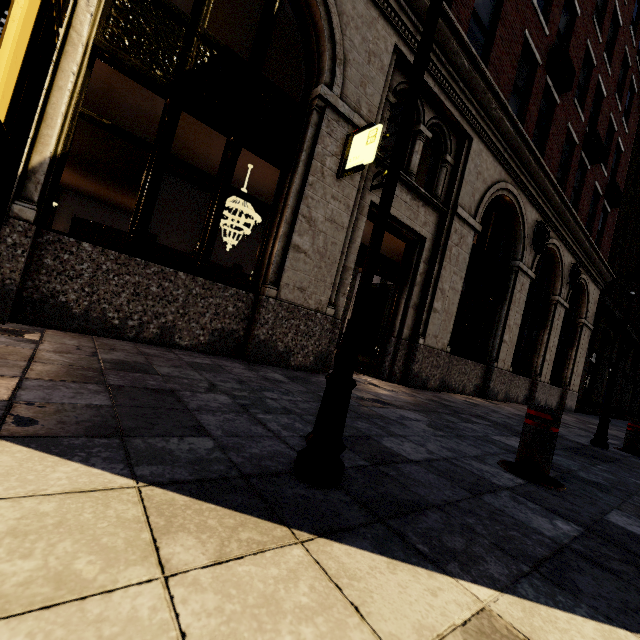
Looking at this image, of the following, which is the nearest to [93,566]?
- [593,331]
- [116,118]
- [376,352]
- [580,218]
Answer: [376,352]

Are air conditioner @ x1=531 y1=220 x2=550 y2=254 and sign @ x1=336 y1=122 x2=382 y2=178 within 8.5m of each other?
yes

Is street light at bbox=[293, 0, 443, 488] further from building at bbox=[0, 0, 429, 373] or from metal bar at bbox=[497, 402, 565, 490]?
building at bbox=[0, 0, 429, 373]

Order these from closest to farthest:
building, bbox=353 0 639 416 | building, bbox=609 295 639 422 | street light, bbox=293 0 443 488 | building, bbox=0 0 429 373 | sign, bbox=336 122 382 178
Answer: street light, bbox=293 0 443 488 < building, bbox=0 0 429 373 < sign, bbox=336 122 382 178 < building, bbox=353 0 639 416 < building, bbox=609 295 639 422

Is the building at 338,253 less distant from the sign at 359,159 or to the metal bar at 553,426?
the sign at 359,159

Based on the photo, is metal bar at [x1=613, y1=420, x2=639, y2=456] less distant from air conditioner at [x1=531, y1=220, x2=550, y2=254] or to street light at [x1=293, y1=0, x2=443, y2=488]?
air conditioner at [x1=531, y1=220, x2=550, y2=254]

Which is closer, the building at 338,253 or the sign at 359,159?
the building at 338,253

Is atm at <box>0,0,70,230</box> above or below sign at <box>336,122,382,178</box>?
below
